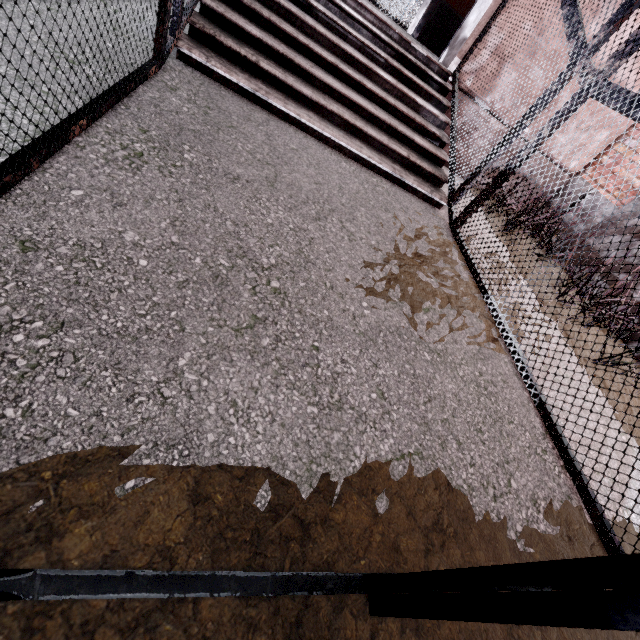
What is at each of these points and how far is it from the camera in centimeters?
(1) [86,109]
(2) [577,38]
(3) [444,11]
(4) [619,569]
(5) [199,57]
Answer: (1) metal cage, 163cm
(2) metal cage, 279cm
(3) door, 589cm
(4) metal bar, 52cm
(5) stair, 267cm

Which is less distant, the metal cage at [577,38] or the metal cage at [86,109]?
the metal cage at [86,109]

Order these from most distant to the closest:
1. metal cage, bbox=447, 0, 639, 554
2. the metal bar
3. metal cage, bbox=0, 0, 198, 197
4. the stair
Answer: the stair → metal cage, bbox=447, 0, 639, 554 → metal cage, bbox=0, 0, 198, 197 → the metal bar

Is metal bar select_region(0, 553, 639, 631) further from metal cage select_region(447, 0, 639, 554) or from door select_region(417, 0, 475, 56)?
door select_region(417, 0, 475, 56)

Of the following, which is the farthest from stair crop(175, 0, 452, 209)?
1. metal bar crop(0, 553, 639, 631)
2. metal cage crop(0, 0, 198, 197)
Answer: metal bar crop(0, 553, 639, 631)

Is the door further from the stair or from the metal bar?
the metal bar

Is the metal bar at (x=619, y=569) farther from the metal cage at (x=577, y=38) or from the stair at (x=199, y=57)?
the stair at (x=199, y=57)
